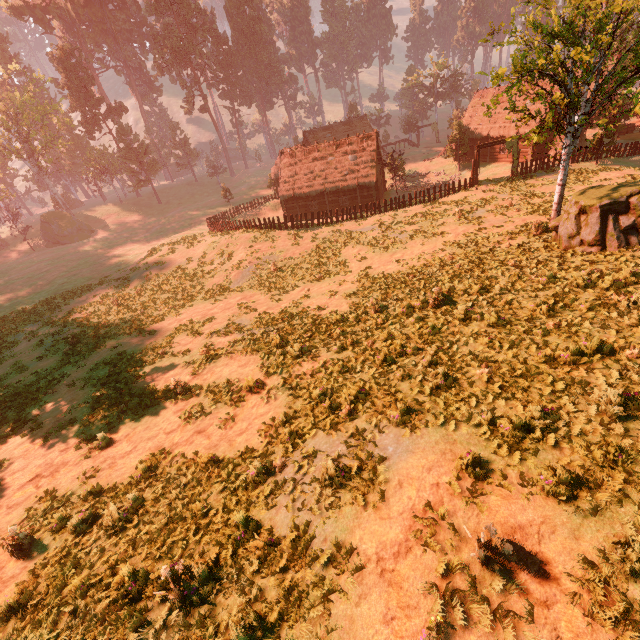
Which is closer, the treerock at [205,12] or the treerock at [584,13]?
the treerock at [584,13]

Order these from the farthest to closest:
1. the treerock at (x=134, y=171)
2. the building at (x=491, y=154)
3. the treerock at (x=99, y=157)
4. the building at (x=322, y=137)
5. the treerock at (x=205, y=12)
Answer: the treerock at (x=99, y=157)
the treerock at (x=205, y=12)
the treerock at (x=134, y=171)
the building at (x=491, y=154)
the building at (x=322, y=137)

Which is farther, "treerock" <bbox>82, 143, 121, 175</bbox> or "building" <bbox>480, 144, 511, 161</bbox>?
"treerock" <bbox>82, 143, 121, 175</bbox>

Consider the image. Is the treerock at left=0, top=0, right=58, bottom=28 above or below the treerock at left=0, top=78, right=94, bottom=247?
above

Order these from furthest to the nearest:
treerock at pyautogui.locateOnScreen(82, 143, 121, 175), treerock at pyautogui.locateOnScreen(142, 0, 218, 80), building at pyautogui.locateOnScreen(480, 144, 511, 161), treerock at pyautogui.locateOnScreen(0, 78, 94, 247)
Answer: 1. treerock at pyautogui.locateOnScreen(82, 143, 121, 175)
2. treerock at pyautogui.locateOnScreen(142, 0, 218, 80)
3. treerock at pyautogui.locateOnScreen(0, 78, 94, 247)
4. building at pyautogui.locateOnScreen(480, 144, 511, 161)

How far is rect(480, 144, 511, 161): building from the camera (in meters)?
40.01

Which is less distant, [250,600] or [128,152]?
[250,600]
